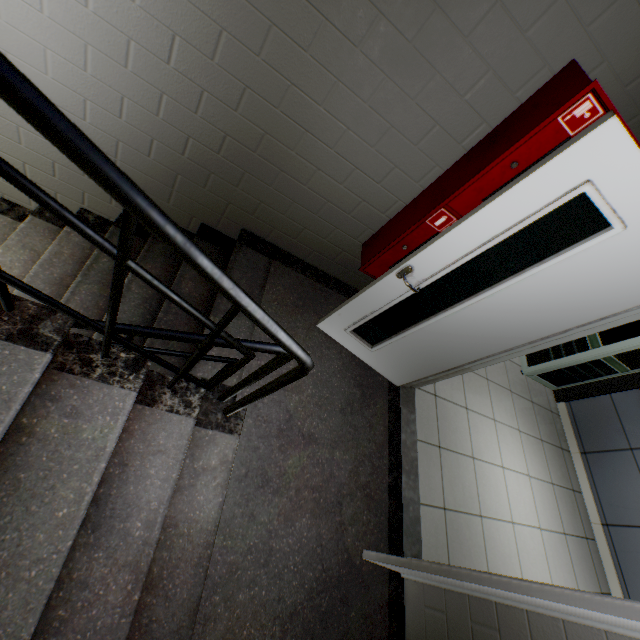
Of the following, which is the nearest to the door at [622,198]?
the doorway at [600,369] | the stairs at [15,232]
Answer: the stairs at [15,232]

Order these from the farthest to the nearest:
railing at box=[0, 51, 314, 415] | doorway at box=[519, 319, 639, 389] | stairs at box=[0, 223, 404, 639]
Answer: doorway at box=[519, 319, 639, 389] < stairs at box=[0, 223, 404, 639] < railing at box=[0, 51, 314, 415]

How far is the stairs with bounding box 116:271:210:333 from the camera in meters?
2.2

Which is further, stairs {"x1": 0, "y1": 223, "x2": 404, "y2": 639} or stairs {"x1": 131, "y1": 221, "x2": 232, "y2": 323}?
stairs {"x1": 131, "y1": 221, "x2": 232, "y2": 323}

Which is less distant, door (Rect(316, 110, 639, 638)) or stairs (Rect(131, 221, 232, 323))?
door (Rect(316, 110, 639, 638))

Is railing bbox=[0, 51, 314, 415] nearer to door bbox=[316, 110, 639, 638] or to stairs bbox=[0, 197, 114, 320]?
stairs bbox=[0, 197, 114, 320]

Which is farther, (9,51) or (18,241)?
(18,241)

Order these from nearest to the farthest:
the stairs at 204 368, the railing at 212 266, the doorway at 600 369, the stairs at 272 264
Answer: the railing at 212 266 → the stairs at 272 264 → the stairs at 204 368 → the doorway at 600 369
